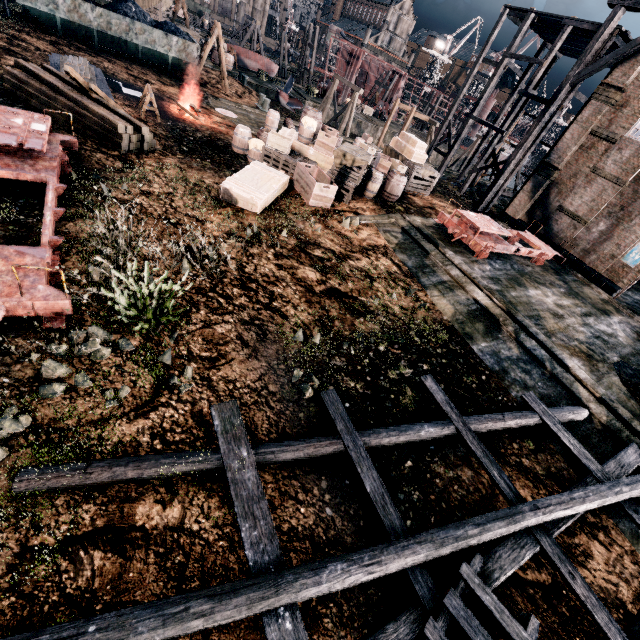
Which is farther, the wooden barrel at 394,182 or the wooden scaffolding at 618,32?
the wooden scaffolding at 618,32

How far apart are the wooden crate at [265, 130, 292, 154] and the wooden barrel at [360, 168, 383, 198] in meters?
4.0

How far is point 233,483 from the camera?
5.2m

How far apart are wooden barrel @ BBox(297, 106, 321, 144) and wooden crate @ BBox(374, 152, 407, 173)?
3.67m

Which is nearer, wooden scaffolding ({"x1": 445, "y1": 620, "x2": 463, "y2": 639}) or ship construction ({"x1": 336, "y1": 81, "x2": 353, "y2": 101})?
wooden scaffolding ({"x1": 445, "y1": 620, "x2": 463, "y2": 639})

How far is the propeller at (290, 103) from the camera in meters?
34.2 m

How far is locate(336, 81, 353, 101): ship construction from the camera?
56.8m

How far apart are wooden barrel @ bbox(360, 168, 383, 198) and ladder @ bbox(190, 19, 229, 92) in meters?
19.3 m
